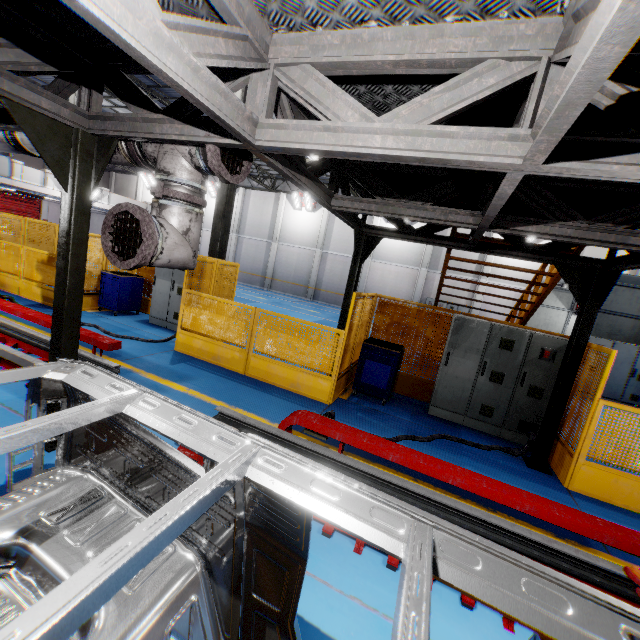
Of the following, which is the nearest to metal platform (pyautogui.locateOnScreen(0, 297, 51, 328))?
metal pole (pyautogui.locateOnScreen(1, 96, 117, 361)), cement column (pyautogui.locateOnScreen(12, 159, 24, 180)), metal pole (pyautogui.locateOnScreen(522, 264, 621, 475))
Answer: metal pole (pyautogui.locateOnScreen(1, 96, 117, 361))

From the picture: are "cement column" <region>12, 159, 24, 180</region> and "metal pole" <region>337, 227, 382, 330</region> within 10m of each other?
no

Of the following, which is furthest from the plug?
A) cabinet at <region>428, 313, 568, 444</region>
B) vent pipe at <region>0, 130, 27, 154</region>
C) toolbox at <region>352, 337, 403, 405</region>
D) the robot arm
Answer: vent pipe at <region>0, 130, 27, 154</region>

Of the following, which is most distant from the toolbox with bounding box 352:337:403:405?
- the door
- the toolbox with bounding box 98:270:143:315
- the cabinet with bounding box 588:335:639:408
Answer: the door

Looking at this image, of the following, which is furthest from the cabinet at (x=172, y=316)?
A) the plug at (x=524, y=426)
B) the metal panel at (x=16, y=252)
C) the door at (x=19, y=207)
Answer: the door at (x=19, y=207)

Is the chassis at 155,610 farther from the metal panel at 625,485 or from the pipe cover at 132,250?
the metal panel at 625,485

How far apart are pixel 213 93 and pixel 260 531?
2.6m

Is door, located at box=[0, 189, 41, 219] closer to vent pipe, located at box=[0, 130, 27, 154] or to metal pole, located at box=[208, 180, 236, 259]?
vent pipe, located at box=[0, 130, 27, 154]
